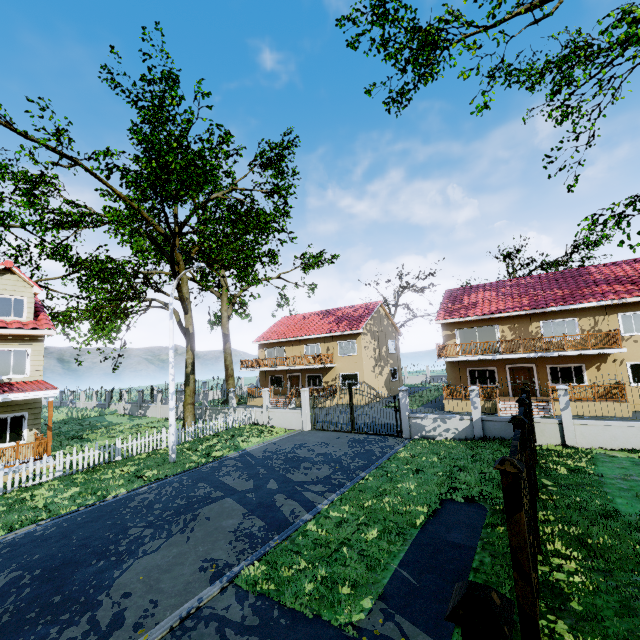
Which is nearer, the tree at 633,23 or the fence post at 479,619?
the fence post at 479,619

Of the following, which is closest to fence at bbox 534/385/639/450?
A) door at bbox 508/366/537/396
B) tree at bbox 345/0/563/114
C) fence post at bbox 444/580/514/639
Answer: fence post at bbox 444/580/514/639

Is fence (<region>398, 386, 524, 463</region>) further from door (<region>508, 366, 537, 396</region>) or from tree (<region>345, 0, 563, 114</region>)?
door (<region>508, 366, 537, 396</region>)

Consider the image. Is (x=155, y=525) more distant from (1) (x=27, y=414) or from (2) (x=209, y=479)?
(1) (x=27, y=414)

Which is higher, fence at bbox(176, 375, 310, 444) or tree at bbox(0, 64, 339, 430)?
tree at bbox(0, 64, 339, 430)

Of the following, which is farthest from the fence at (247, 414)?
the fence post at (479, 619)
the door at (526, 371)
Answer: the door at (526, 371)

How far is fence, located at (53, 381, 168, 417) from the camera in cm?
2869

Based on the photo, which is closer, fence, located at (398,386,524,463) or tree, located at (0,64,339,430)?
tree, located at (0,64,339,430)
